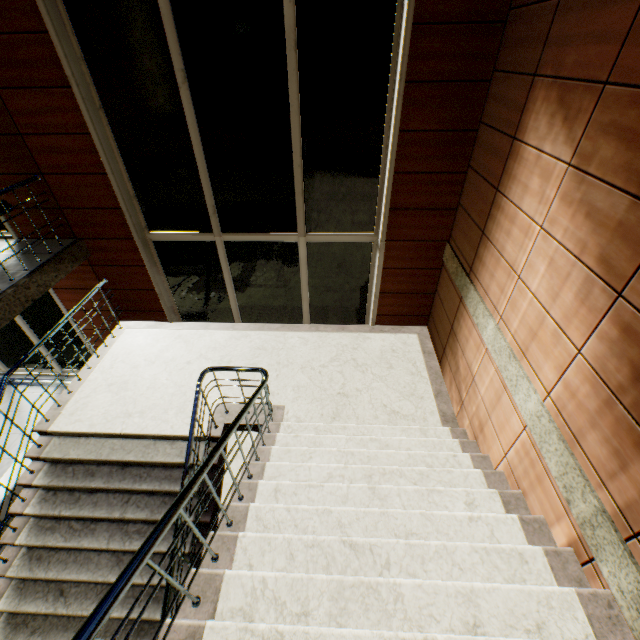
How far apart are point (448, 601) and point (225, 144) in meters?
5.3
